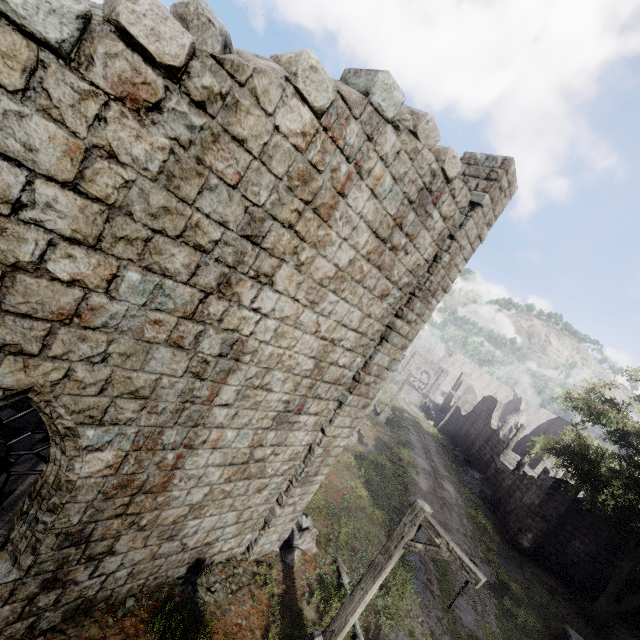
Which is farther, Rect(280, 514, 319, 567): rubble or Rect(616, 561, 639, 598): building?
Rect(616, 561, 639, 598): building

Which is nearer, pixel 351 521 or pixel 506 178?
pixel 506 178

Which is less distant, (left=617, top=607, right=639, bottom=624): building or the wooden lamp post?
the wooden lamp post

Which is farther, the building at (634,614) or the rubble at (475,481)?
the rubble at (475,481)

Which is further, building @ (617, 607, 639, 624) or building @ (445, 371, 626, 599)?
building @ (445, 371, 626, 599)

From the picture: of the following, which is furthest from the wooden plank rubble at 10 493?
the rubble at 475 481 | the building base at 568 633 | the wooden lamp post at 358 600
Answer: the rubble at 475 481

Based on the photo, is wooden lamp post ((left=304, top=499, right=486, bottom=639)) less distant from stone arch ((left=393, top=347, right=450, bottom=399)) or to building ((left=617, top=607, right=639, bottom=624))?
building ((left=617, top=607, right=639, bottom=624))

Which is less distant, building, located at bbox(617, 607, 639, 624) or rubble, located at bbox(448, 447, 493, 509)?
building, located at bbox(617, 607, 639, 624)
